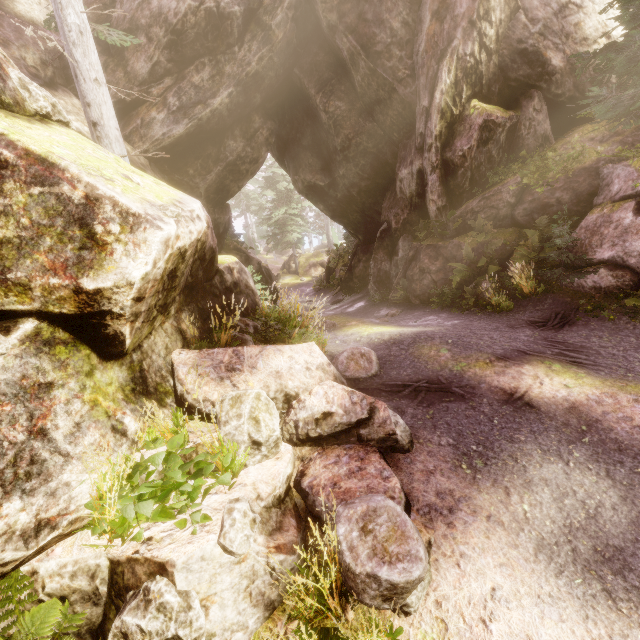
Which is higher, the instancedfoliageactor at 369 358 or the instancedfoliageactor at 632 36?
the instancedfoliageactor at 632 36

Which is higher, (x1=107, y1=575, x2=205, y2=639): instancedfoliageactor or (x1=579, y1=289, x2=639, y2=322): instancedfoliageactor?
(x1=579, y1=289, x2=639, y2=322): instancedfoliageactor

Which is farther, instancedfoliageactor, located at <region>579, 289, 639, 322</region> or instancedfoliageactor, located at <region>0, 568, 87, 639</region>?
instancedfoliageactor, located at <region>579, 289, 639, 322</region>

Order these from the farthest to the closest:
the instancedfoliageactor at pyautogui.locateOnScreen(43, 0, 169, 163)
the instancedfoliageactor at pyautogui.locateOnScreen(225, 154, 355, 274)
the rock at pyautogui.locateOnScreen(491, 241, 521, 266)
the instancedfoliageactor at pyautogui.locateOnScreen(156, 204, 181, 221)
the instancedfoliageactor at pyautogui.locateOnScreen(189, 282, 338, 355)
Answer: the instancedfoliageactor at pyautogui.locateOnScreen(225, 154, 355, 274) < the rock at pyautogui.locateOnScreen(491, 241, 521, 266) < the instancedfoliageactor at pyautogui.locateOnScreen(43, 0, 169, 163) < the instancedfoliageactor at pyautogui.locateOnScreen(189, 282, 338, 355) < the instancedfoliageactor at pyautogui.locateOnScreen(156, 204, 181, 221)

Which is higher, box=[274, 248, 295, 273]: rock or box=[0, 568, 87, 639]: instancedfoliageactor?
box=[0, 568, 87, 639]: instancedfoliageactor

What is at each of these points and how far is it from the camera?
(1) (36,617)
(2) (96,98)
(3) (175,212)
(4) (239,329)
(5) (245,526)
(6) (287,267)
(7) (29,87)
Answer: (1) instancedfoliageactor, 2.75m
(2) instancedfoliageactor, 8.09m
(3) instancedfoliageactor, 4.02m
(4) instancedfoliageactor, 6.59m
(5) instancedfoliageactor, 3.06m
(6) rock, 40.22m
(7) instancedfoliageactor, 4.55m

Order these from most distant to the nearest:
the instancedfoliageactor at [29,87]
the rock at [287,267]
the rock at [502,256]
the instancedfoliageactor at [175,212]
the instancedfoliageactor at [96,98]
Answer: the rock at [287,267], the rock at [502,256], the instancedfoliageactor at [96,98], the instancedfoliageactor at [29,87], the instancedfoliageactor at [175,212]

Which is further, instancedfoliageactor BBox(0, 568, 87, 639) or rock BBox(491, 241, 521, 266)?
rock BBox(491, 241, 521, 266)
